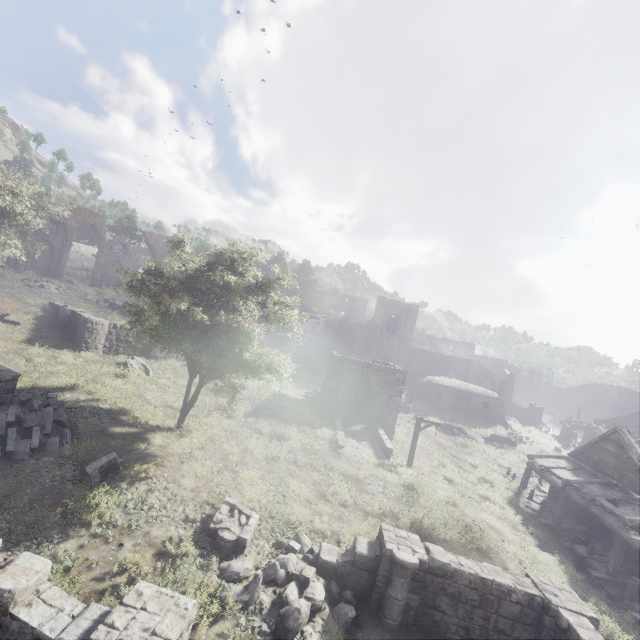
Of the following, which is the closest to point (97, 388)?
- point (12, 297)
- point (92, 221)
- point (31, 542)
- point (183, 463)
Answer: point (183, 463)

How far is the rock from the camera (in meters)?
51.41

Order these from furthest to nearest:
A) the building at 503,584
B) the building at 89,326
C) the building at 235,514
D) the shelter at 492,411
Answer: the shelter at 492,411 < the building at 89,326 < the building at 235,514 < the building at 503,584

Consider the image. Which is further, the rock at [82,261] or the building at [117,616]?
the rock at [82,261]

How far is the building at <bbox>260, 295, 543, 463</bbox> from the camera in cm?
2494

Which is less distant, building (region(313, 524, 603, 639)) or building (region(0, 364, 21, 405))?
building (region(313, 524, 603, 639))

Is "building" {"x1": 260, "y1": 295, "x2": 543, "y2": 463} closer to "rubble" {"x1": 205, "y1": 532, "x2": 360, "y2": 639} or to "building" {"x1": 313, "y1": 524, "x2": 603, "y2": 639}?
"building" {"x1": 313, "y1": 524, "x2": 603, "y2": 639}

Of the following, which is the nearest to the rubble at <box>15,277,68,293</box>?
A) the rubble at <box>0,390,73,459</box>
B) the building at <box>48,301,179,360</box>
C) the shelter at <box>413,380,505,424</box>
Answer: the building at <box>48,301,179,360</box>
